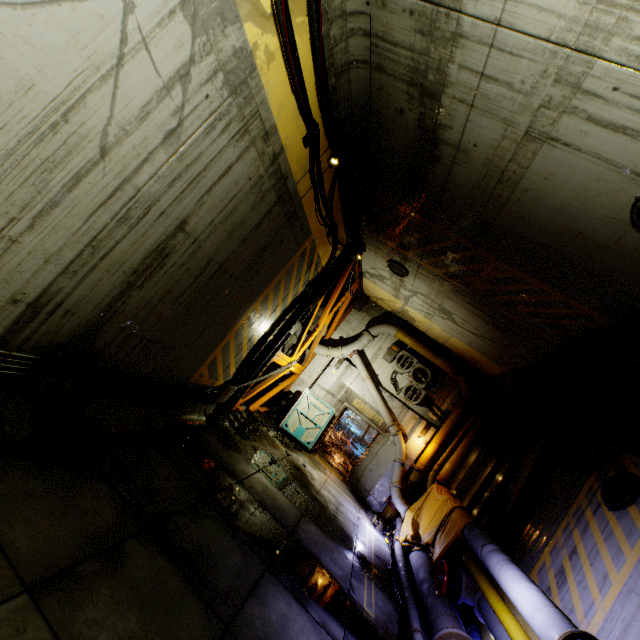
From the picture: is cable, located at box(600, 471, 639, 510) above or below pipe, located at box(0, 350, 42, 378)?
above

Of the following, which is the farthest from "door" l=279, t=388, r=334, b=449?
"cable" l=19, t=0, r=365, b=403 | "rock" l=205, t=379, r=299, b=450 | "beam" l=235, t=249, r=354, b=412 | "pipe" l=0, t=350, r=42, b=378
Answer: "pipe" l=0, t=350, r=42, b=378

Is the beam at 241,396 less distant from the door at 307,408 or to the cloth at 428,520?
the door at 307,408

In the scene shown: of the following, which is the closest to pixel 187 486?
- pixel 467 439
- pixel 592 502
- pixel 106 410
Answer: pixel 106 410

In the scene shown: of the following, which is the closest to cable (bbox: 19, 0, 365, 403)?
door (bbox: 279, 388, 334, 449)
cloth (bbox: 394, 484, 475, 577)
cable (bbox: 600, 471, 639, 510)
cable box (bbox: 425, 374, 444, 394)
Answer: door (bbox: 279, 388, 334, 449)

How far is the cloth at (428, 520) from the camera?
8.21m

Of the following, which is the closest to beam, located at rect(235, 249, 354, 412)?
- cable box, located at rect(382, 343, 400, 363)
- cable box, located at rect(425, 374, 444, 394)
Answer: cable box, located at rect(382, 343, 400, 363)

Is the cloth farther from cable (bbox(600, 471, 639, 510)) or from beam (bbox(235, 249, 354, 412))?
beam (bbox(235, 249, 354, 412))
